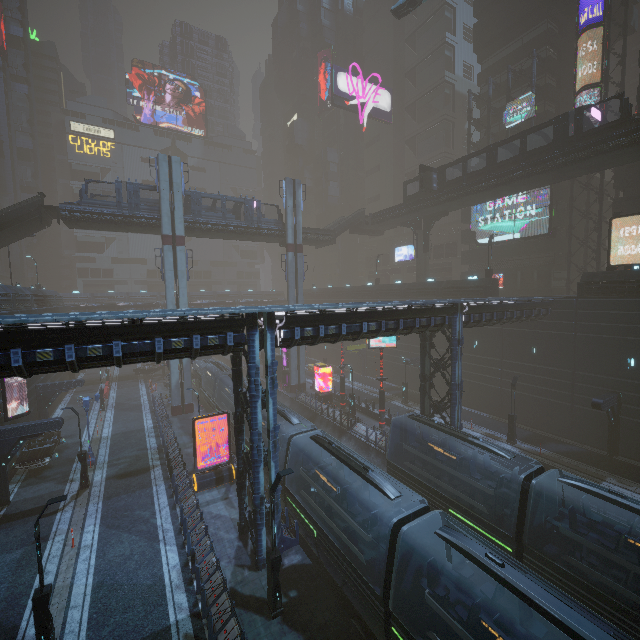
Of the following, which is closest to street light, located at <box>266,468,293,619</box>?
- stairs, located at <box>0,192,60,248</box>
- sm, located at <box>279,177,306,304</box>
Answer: sm, located at <box>279,177,306,304</box>

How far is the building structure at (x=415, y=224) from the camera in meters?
44.3 m

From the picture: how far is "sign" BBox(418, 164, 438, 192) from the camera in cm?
3588

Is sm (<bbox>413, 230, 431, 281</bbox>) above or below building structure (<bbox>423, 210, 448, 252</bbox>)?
below

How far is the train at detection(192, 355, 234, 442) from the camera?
29.44m

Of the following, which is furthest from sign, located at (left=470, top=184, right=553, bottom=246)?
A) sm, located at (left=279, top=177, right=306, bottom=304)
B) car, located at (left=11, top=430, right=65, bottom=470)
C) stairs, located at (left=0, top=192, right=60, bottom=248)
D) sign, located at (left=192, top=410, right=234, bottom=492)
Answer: car, located at (left=11, top=430, right=65, bottom=470)

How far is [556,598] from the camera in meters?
7.7

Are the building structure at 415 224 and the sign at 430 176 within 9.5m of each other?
yes
